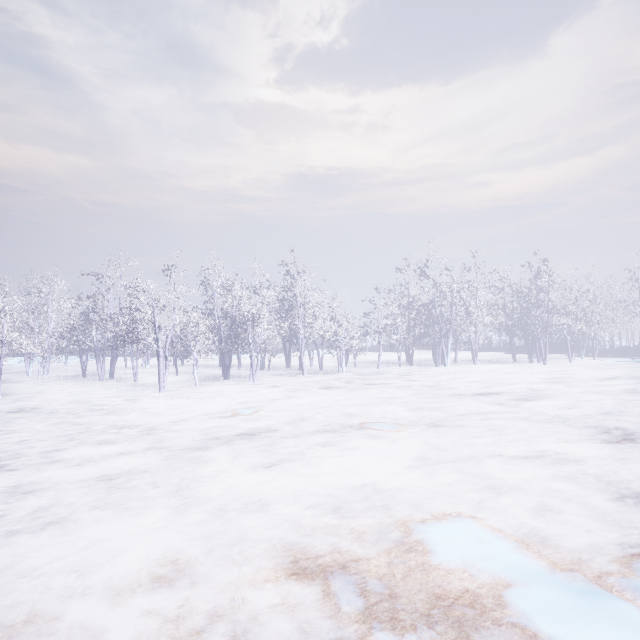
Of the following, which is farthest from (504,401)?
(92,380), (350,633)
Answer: (92,380)
